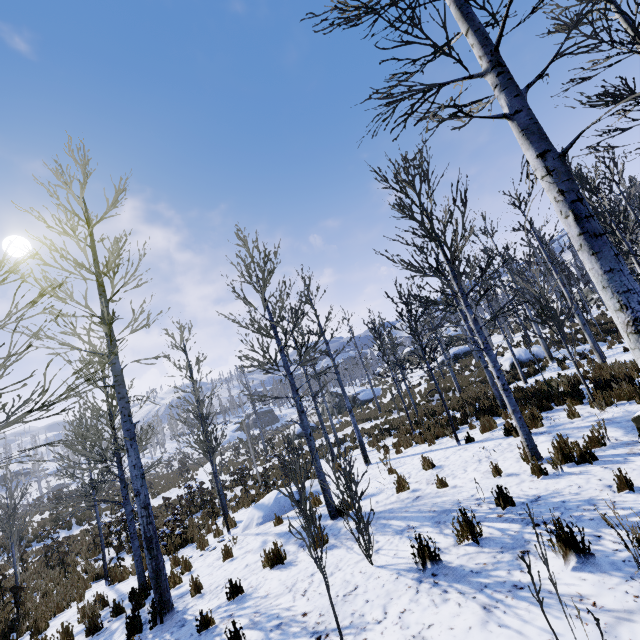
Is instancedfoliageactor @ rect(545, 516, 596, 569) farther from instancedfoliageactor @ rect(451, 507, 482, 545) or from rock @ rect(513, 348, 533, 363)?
rock @ rect(513, 348, 533, 363)

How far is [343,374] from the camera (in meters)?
7.43

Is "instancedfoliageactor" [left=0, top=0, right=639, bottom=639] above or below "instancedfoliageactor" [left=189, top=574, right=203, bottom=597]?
below

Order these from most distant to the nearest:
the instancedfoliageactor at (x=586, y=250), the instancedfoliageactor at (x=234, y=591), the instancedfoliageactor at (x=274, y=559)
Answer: the instancedfoliageactor at (x=274, y=559) → the instancedfoliageactor at (x=234, y=591) → the instancedfoliageactor at (x=586, y=250)

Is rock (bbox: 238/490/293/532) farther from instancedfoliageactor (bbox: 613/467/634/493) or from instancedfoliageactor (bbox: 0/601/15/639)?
instancedfoliageactor (bbox: 613/467/634/493)

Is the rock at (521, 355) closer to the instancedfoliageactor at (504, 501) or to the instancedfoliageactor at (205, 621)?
the instancedfoliageactor at (205, 621)
